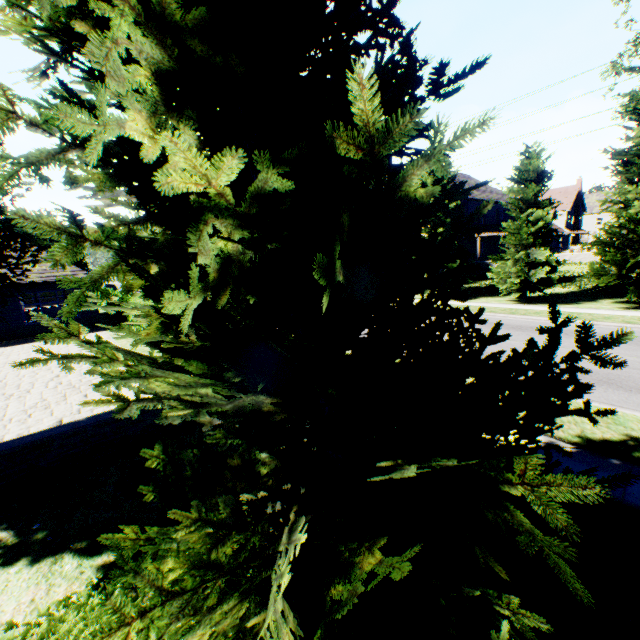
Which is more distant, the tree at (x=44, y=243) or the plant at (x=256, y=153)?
the tree at (x=44, y=243)

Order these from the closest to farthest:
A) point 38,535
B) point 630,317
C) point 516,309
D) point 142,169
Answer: point 142,169
point 38,535
point 630,317
point 516,309

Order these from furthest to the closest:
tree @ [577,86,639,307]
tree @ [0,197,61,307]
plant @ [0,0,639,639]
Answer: tree @ [577,86,639,307] → tree @ [0,197,61,307] → plant @ [0,0,639,639]

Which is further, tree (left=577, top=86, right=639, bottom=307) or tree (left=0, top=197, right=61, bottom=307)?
tree (left=577, top=86, right=639, bottom=307)

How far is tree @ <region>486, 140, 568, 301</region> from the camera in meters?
17.9 m

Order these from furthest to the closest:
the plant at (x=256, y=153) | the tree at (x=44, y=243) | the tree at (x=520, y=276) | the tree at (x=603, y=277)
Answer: the tree at (x=520, y=276) < the tree at (x=603, y=277) < the tree at (x=44, y=243) < the plant at (x=256, y=153)

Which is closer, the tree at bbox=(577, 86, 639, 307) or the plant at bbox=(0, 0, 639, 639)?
the plant at bbox=(0, 0, 639, 639)
